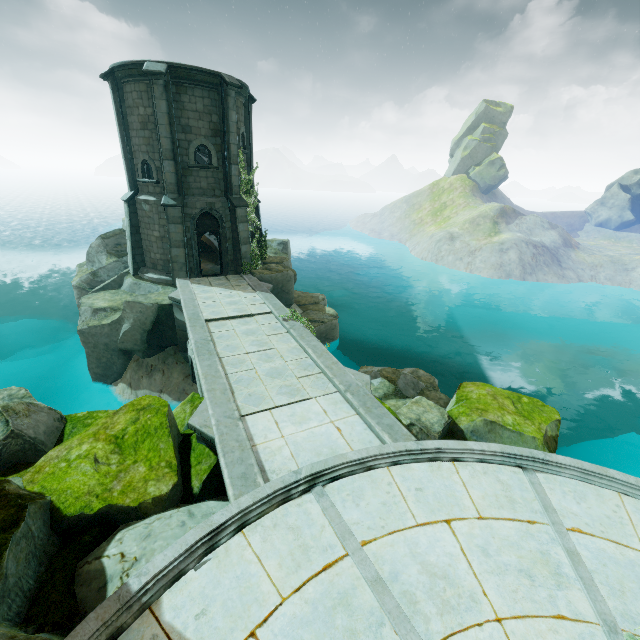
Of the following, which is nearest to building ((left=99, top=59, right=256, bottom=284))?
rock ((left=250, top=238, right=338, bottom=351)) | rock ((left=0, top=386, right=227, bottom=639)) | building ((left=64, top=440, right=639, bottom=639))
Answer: rock ((left=250, top=238, right=338, bottom=351))

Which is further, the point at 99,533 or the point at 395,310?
the point at 395,310

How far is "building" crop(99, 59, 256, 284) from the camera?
15.0m

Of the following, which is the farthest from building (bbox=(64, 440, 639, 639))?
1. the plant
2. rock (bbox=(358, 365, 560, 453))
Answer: the plant

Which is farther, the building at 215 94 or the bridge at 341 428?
the building at 215 94

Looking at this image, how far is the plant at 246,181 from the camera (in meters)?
17.94

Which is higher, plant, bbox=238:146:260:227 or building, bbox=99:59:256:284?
plant, bbox=238:146:260:227

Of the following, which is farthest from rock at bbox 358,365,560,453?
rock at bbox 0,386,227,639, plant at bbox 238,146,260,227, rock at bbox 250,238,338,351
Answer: plant at bbox 238,146,260,227
